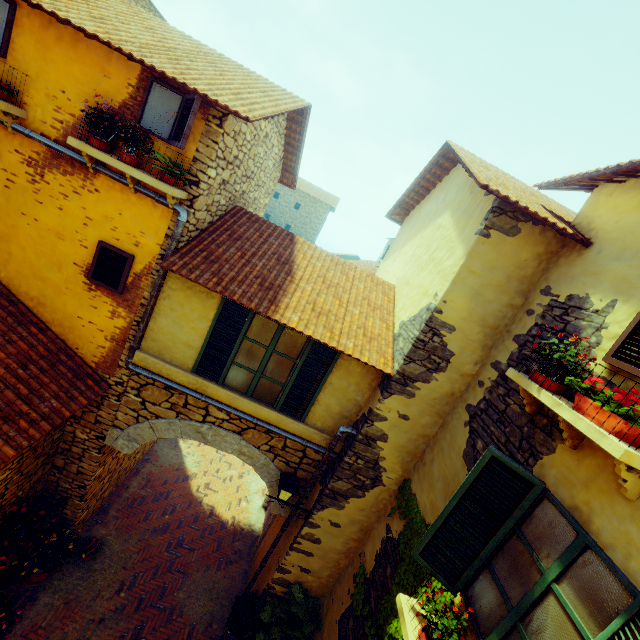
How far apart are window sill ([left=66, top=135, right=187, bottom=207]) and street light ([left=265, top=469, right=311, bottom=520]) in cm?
481

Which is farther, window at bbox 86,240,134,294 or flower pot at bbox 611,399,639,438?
window at bbox 86,240,134,294

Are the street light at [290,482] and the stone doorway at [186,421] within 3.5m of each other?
yes

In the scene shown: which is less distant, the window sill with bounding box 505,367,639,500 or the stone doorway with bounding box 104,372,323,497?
the window sill with bounding box 505,367,639,500

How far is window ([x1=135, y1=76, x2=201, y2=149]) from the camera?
4.28m

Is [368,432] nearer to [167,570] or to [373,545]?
[373,545]

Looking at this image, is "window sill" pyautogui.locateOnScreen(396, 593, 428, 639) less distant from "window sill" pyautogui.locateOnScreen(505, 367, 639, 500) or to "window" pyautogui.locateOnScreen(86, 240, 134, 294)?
"window" pyautogui.locateOnScreen(86, 240, 134, 294)

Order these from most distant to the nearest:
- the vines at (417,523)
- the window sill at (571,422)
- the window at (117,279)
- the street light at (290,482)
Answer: the street light at (290,482)
the window at (117,279)
the vines at (417,523)
the window sill at (571,422)
